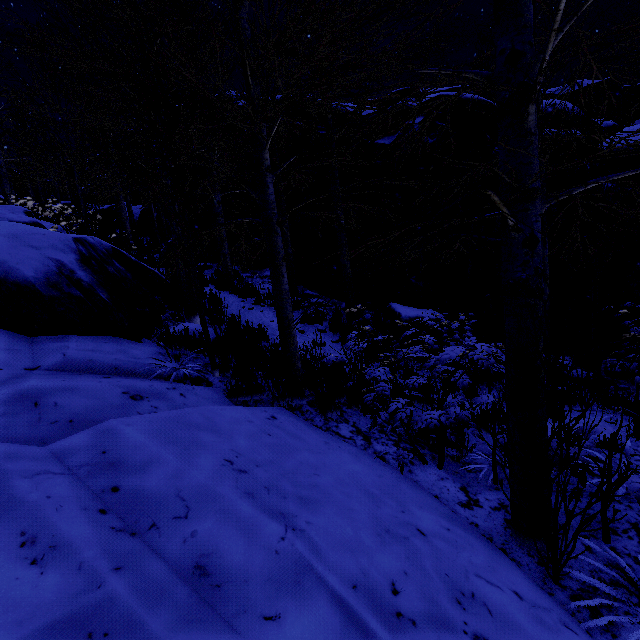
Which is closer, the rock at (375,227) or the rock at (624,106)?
the rock at (375,227)

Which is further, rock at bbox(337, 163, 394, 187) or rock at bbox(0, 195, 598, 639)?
rock at bbox(337, 163, 394, 187)

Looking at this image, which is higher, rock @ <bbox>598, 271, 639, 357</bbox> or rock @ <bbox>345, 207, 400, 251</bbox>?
rock @ <bbox>345, 207, 400, 251</bbox>

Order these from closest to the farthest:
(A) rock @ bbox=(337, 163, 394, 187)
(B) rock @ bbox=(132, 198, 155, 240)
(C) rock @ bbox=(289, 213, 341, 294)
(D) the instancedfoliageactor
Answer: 1. (D) the instancedfoliageactor
2. (A) rock @ bbox=(337, 163, 394, 187)
3. (C) rock @ bbox=(289, 213, 341, 294)
4. (B) rock @ bbox=(132, 198, 155, 240)

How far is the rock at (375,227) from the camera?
8.4 meters

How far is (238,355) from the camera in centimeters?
513cm

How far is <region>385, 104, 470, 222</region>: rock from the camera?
7.4m
